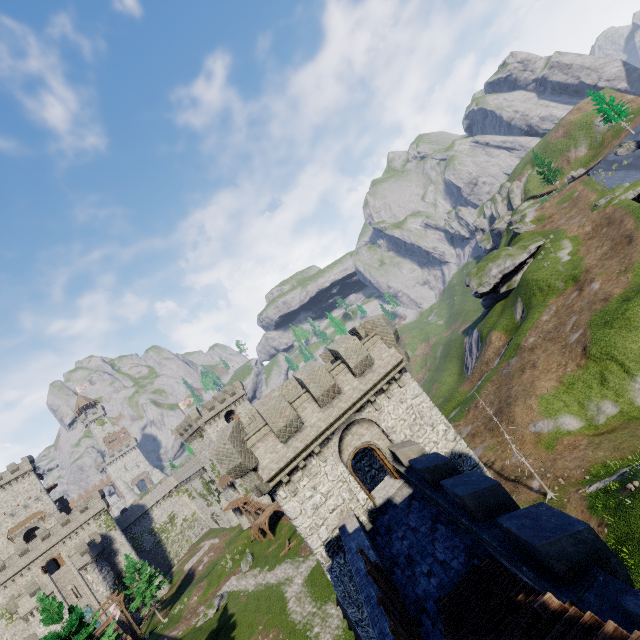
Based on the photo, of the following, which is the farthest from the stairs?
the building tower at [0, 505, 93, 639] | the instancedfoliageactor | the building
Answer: the building tower at [0, 505, 93, 639]

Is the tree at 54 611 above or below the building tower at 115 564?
above

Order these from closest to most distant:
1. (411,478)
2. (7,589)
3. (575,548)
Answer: (575,548) → (411,478) → (7,589)

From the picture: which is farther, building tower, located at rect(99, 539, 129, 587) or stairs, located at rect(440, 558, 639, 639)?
building tower, located at rect(99, 539, 129, 587)

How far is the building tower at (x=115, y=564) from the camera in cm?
5869

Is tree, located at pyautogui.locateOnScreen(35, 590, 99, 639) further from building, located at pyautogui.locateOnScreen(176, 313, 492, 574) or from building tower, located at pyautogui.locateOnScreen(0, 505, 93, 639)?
building tower, located at pyautogui.locateOnScreen(0, 505, 93, 639)

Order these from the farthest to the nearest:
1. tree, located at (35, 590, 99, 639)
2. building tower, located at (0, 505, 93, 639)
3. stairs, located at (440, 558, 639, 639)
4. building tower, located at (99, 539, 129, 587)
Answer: building tower, located at (99, 539, 129, 587) → building tower, located at (0, 505, 93, 639) → tree, located at (35, 590, 99, 639) → stairs, located at (440, 558, 639, 639)
